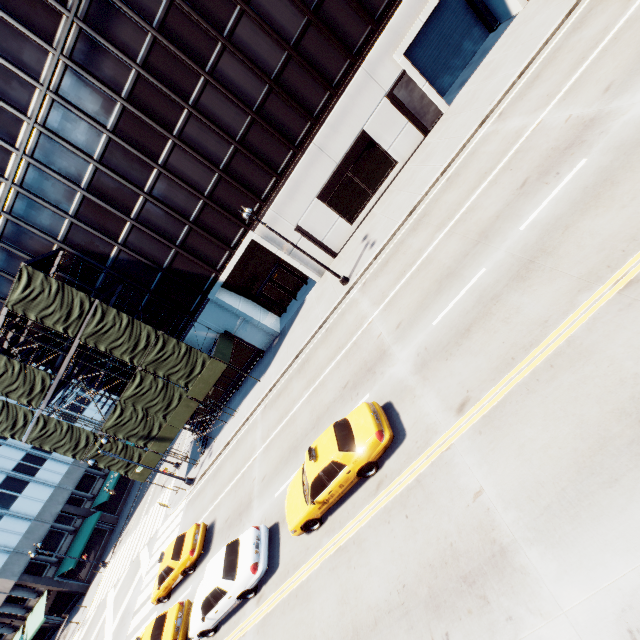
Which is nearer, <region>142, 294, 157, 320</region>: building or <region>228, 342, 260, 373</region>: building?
<region>142, 294, 157, 320</region>: building

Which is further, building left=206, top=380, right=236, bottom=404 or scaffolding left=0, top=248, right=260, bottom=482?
building left=206, top=380, right=236, bottom=404

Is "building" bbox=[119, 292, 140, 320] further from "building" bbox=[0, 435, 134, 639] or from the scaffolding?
"building" bbox=[0, 435, 134, 639]

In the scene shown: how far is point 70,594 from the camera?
37.0m

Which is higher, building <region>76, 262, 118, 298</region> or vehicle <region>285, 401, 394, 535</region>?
building <region>76, 262, 118, 298</region>

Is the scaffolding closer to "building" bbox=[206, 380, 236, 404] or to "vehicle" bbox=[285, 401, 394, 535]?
"building" bbox=[206, 380, 236, 404]

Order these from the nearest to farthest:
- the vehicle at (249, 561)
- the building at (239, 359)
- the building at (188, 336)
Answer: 1. the vehicle at (249, 561)
2. the building at (188, 336)
3. the building at (239, 359)

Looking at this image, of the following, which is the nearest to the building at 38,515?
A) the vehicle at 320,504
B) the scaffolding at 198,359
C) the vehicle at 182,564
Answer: the scaffolding at 198,359
